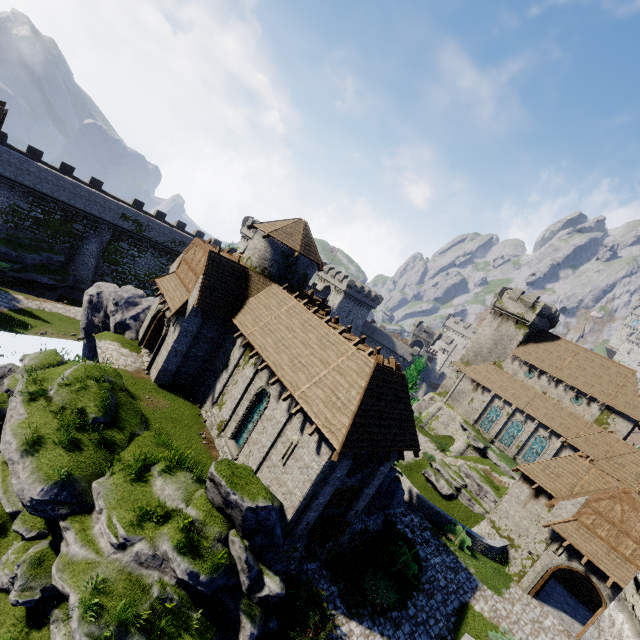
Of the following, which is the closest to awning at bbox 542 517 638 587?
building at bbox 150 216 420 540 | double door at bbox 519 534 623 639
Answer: double door at bbox 519 534 623 639

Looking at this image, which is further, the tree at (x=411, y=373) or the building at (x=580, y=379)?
the tree at (x=411, y=373)

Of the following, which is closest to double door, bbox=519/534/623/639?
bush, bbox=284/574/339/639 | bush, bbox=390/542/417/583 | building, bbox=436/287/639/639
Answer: building, bbox=436/287/639/639

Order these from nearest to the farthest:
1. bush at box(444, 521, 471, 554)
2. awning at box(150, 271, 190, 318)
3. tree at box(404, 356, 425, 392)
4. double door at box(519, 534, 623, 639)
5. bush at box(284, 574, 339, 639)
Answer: bush at box(284, 574, 339, 639)
double door at box(519, 534, 623, 639)
awning at box(150, 271, 190, 318)
tree at box(404, 356, 425, 392)
bush at box(444, 521, 471, 554)

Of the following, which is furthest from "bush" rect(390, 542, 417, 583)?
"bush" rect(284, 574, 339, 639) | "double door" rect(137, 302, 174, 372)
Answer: "double door" rect(137, 302, 174, 372)

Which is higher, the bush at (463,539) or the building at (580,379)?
the building at (580,379)

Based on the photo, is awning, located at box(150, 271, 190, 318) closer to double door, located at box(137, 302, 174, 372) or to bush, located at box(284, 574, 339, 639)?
double door, located at box(137, 302, 174, 372)

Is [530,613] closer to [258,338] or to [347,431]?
[347,431]
